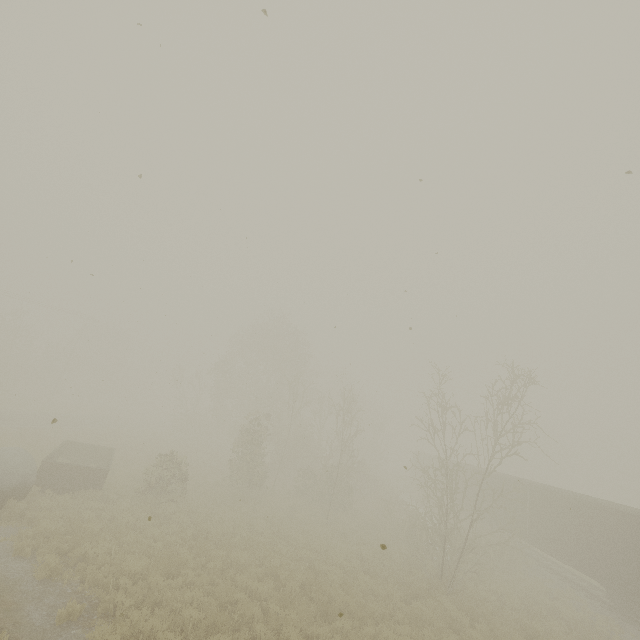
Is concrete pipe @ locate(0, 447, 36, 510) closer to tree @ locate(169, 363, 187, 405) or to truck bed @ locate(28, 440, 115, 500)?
Answer: truck bed @ locate(28, 440, 115, 500)

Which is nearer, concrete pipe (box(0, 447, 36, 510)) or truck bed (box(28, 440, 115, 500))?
concrete pipe (box(0, 447, 36, 510))

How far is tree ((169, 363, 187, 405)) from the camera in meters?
39.7

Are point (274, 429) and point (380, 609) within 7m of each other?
no

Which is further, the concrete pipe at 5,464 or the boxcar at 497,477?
the boxcar at 497,477

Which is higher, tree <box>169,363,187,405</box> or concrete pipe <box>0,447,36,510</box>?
tree <box>169,363,187,405</box>

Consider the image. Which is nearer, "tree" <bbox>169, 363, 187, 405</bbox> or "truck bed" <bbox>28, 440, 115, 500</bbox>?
"truck bed" <bbox>28, 440, 115, 500</bbox>

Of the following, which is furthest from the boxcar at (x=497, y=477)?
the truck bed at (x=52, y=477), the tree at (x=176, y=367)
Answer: the tree at (x=176, y=367)
